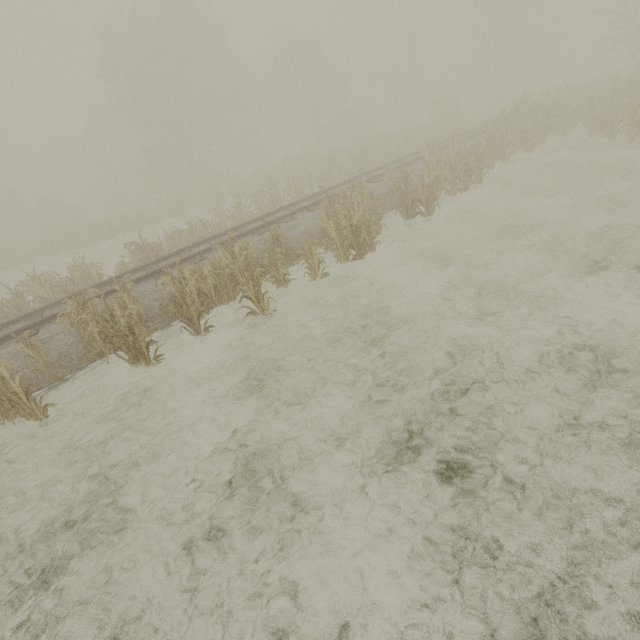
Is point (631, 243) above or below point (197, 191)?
below
